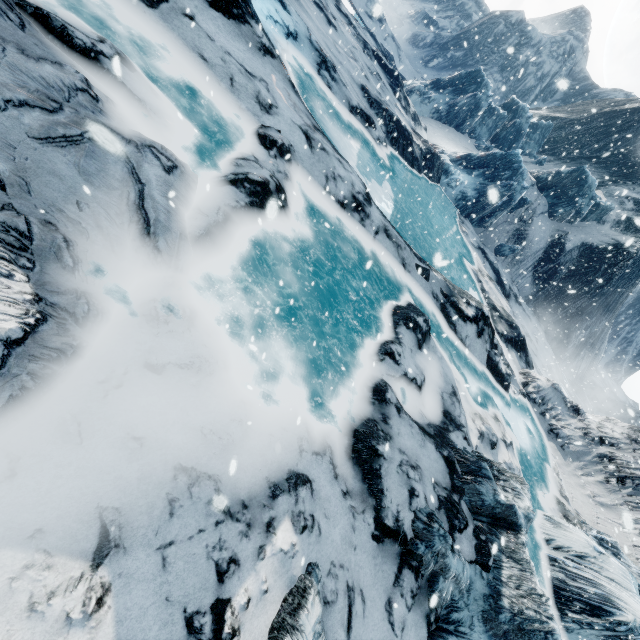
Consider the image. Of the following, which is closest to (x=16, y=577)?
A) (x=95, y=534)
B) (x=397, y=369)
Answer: (x=95, y=534)
